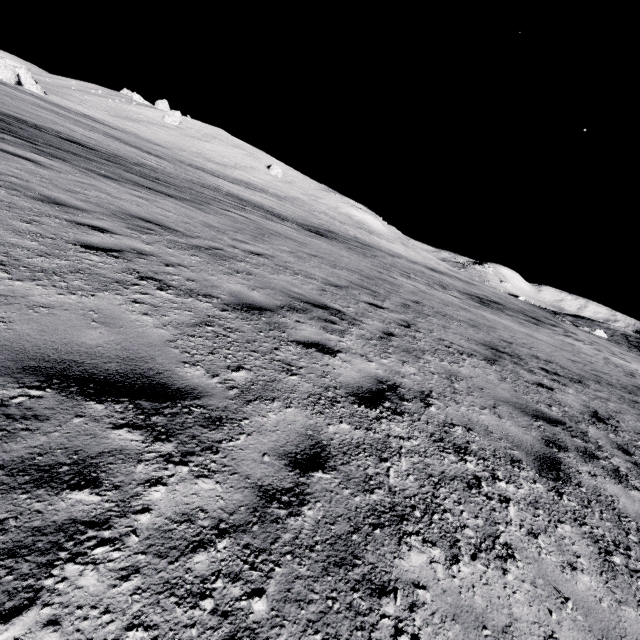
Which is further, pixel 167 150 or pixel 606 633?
pixel 167 150
